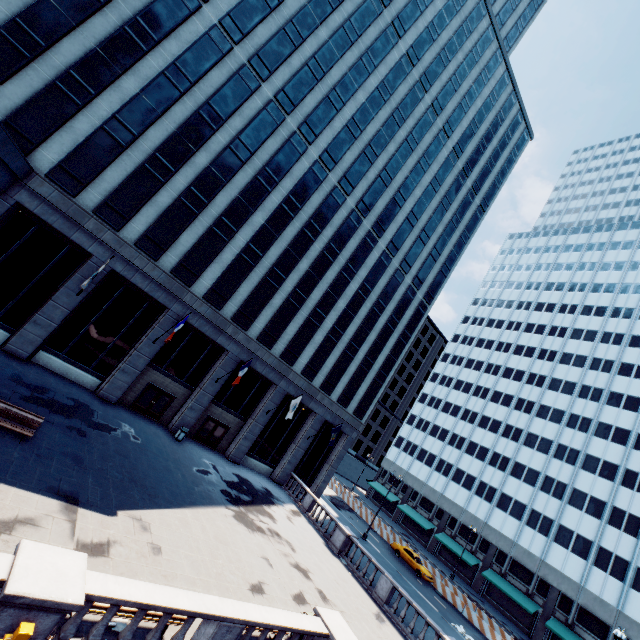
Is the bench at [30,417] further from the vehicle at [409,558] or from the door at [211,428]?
A: the vehicle at [409,558]

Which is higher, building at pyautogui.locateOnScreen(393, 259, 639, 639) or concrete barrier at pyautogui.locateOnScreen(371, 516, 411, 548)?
building at pyautogui.locateOnScreen(393, 259, 639, 639)

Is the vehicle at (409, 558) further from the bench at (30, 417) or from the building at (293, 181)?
the bench at (30, 417)

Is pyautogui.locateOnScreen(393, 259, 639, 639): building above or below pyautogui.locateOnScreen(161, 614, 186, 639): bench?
above

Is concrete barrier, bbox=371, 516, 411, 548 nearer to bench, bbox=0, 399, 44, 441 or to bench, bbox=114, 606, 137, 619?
bench, bbox=114, 606, 137, 619

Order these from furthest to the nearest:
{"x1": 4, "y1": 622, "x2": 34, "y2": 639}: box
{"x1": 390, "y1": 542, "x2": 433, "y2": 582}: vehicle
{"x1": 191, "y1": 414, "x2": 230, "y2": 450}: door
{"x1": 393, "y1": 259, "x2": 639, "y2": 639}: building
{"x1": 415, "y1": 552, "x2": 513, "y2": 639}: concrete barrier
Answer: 1. {"x1": 393, "y1": 259, "x2": 639, "y2": 639}: building
2. {"x1": 390, "y1": 542, "x2": 433, "y2": 582}: vehicle
3. {"x1": 415, "y1": 552, "x2": 513, "y2": 639}: concrete barrier
4. {"x1": 191, "y1": 414, "x2": 230, "y2": 450}: door
5. {"x1": 4, "y1": 622, "x2": 34, "y2": 639}: box

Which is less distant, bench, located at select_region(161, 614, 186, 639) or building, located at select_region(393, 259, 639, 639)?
bench, located at select_region(161, 614, 186, 639)

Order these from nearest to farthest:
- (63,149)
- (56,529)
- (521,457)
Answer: (56,529)
(63,149)
(521,457)
